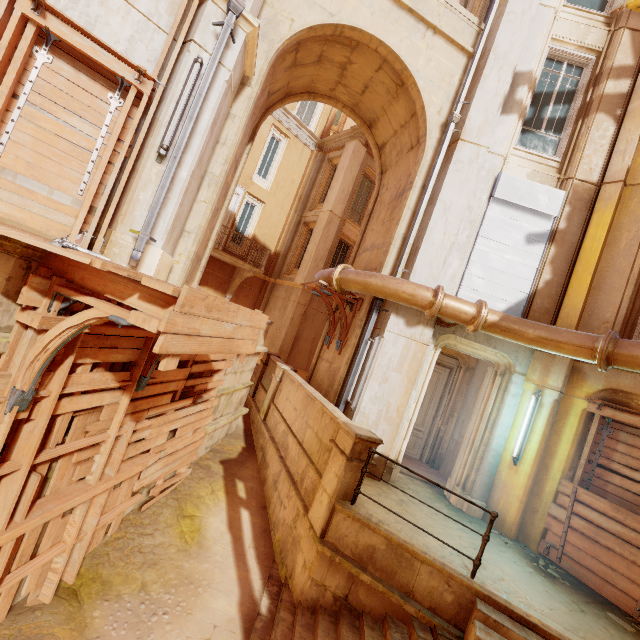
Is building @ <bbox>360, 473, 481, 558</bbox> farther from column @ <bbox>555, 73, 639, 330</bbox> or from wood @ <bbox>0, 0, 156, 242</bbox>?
column @ <bbox>555, 73, 639, 330</bbox>

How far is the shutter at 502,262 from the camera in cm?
726

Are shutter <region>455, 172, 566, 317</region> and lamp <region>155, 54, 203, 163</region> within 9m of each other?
yes

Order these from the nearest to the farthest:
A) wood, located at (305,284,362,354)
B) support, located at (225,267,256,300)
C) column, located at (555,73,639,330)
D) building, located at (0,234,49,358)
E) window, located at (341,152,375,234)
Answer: building, located at (0,234,49,358), column, located at (555,73,639,330), wood, located at (305,284,362,354), support, located at (225,267,256,300), window, located at (341,152,375,234)

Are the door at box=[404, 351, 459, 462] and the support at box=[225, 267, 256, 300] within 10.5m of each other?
yes

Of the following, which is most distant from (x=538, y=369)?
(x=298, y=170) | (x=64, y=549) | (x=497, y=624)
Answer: (x=298, y=170)

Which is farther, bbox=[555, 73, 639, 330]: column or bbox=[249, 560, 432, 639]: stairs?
bbox=[555, 73, 639, 330]: column

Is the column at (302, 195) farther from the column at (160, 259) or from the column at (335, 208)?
the column at (160, 259)
